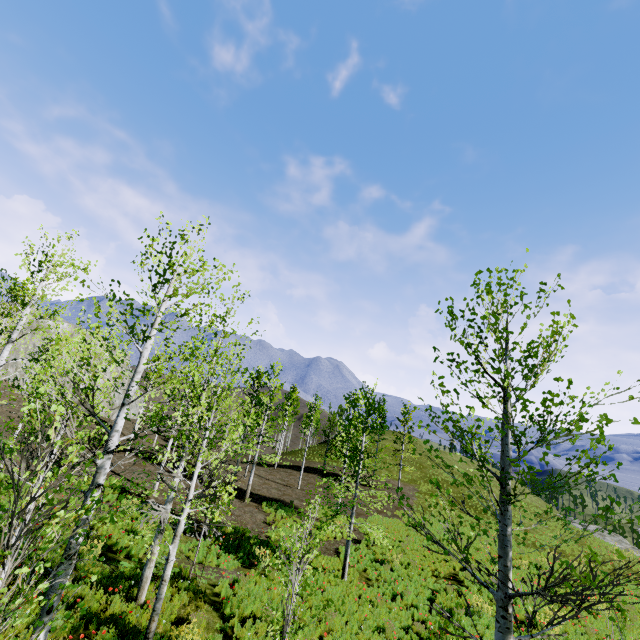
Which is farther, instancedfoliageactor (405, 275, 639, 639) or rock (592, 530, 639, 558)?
rock (592, 530, 639, 558)

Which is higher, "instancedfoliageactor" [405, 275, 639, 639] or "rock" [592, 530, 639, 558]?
"instancedfoliageactor" [405, 275, 639, 639]

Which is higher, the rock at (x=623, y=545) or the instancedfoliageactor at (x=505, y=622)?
the instancedfoliageactor at (x=505, y=622)

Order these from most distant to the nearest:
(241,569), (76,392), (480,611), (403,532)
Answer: (403,532)
(241,569)
(480,611)
(76,392)

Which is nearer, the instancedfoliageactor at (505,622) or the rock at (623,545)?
the instancedfoliageactor at (505,622)
